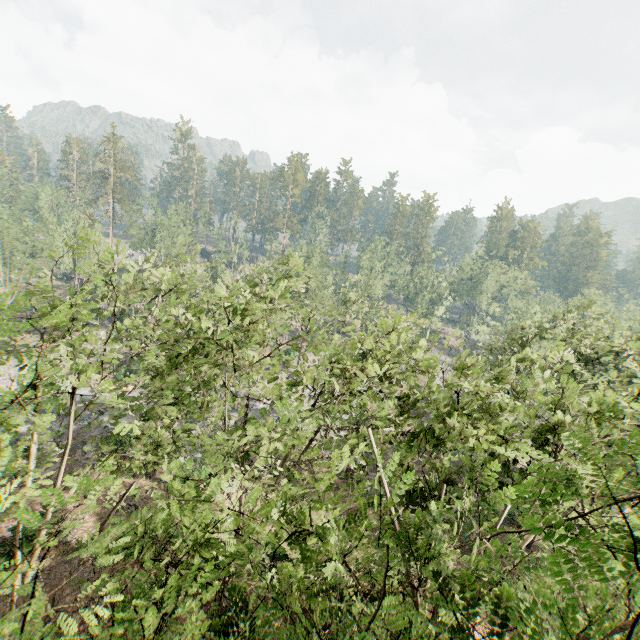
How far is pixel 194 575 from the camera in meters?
5.6 m
